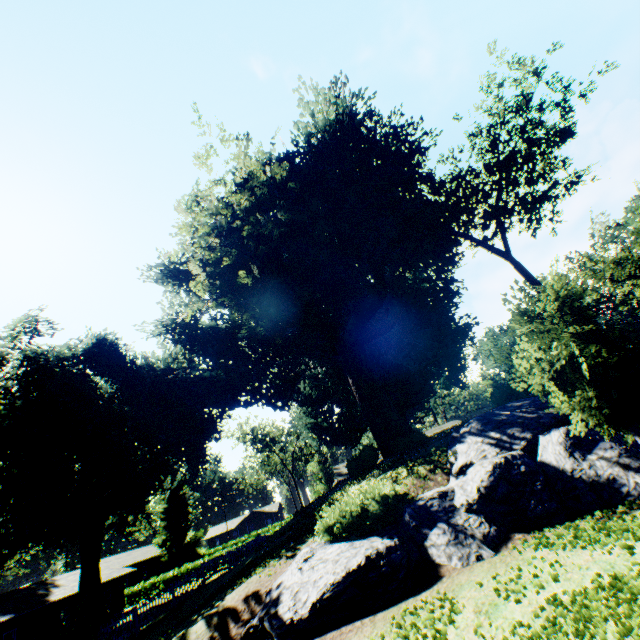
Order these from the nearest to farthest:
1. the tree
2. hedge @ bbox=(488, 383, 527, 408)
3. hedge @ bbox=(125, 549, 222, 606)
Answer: hedge @ bbox=(488, 383, 527, 408), hedge @ bbox=(125, 549, 222, 606), the tree

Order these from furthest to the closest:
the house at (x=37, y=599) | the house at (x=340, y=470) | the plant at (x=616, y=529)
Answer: the house at (x=340, y=470) < the house at (x=37, y=599) < the plant at (x=616, y=529)

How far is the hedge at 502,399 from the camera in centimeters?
1593cm

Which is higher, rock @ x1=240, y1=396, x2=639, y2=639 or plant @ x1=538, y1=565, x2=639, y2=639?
rock @ x1=240, y1=396, x2=639, y2=639

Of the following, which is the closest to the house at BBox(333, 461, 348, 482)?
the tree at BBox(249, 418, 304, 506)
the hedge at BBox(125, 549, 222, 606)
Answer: the tree at BBox(249, 418, 304, 506)

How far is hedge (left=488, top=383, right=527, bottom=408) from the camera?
15.9 meters

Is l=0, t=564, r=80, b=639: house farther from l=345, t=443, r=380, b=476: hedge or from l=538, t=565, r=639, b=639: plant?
l=345, t=443, r=380, b=476: hedge

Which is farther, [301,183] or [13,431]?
[13,431]
